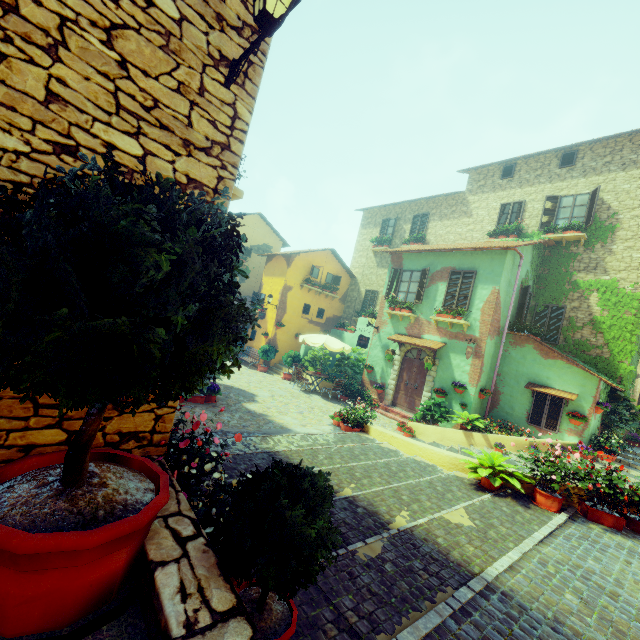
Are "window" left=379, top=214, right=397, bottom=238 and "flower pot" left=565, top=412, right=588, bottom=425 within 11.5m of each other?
no

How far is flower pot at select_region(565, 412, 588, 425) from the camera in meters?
10.4 m

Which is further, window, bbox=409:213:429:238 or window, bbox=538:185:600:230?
window, bbox=409:213:429:238

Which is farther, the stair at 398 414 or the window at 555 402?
the stair at 398 414

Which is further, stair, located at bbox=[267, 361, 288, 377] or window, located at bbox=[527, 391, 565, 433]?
stair, located at bbox=[267, 361, 288, 377]

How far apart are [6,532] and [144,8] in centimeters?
376cm

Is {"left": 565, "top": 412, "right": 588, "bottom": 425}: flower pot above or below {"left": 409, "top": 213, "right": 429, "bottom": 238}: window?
below

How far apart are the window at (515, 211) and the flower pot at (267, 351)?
13.51m
